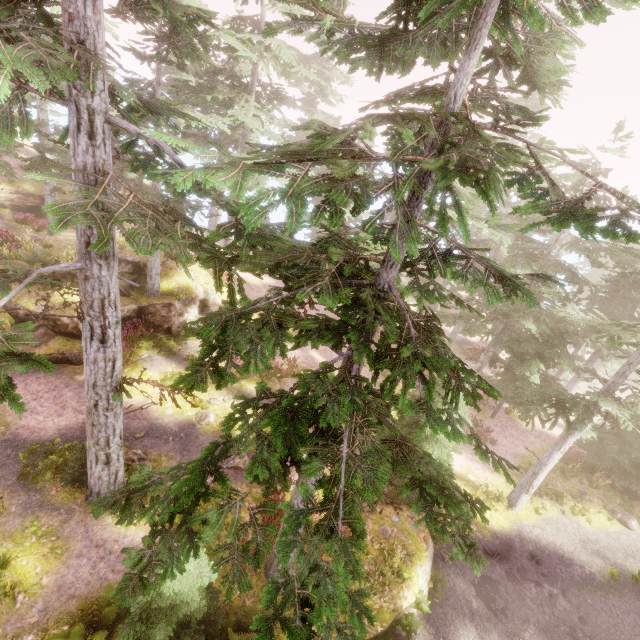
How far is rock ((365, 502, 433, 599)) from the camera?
11.23m

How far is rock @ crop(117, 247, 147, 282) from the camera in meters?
18.2

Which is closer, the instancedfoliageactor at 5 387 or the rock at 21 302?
the instancedfoliageactor at 5 387

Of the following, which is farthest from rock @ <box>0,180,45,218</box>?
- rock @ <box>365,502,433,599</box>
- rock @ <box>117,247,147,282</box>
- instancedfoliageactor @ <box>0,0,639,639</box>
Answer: rock @ <box>365,502,433,599</box>

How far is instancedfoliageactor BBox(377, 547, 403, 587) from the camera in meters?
10.1 m

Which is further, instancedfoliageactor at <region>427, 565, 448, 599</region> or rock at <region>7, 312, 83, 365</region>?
rock at <region>7, 312, 83, 365</region>

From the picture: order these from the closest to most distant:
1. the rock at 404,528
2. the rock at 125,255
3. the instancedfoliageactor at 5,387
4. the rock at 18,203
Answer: the instancedfoliageactor at 5,387, the rock at 404,528, the rock at 125,255, the rock at 18,203

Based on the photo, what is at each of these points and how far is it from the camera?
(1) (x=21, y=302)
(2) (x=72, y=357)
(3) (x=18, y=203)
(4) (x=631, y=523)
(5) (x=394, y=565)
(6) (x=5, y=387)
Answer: (1) rock, 14.6 meters
(2) rock, 14.1 meters
(3) rock, 26.2 meters
(4) instancedfoliageactor, 16.9 meters
(5) instancedfoliageactor, 10.2 meters
(6) instancedfoliageactor, 4.2 meters
